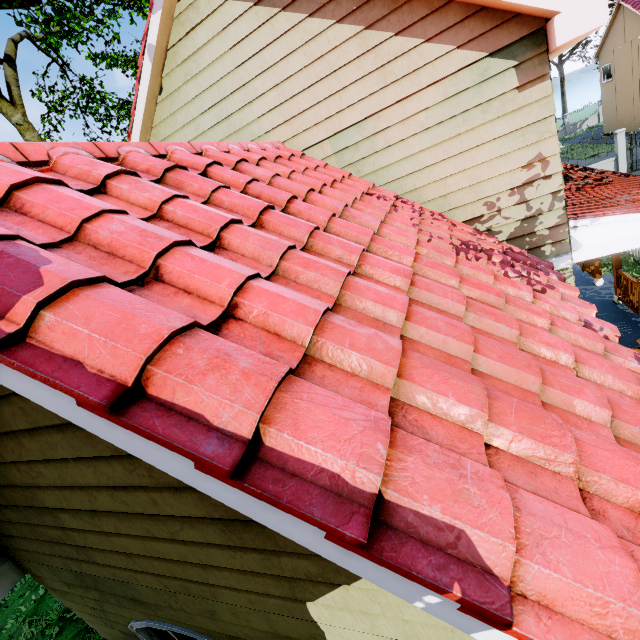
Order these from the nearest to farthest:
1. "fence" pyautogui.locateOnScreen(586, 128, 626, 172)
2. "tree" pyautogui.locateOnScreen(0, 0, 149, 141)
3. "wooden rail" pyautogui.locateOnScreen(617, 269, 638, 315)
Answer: "wooden rail" pyautogui.locateOnScreen(617, 269, 638, 315) → "tree" pyautogui.locateOnScreen(0, 0, 149, 141) → "fence" pyautogui.locateOnScreen(586, 128, 626, 172)

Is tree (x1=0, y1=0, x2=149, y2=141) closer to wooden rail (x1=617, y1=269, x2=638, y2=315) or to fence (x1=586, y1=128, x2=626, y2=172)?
fence (x1=586, y1=128, x2=626, y2=172)

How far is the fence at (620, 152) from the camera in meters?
17.8

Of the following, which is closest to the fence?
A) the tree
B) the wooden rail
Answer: the tree

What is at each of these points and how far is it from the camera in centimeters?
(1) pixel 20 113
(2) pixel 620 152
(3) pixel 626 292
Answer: (1) tree, 1277cm
(2) fence, 1806cm
(3) wooden rail, 764cm

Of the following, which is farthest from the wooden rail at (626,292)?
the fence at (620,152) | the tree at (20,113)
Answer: the tree at (20,113)
